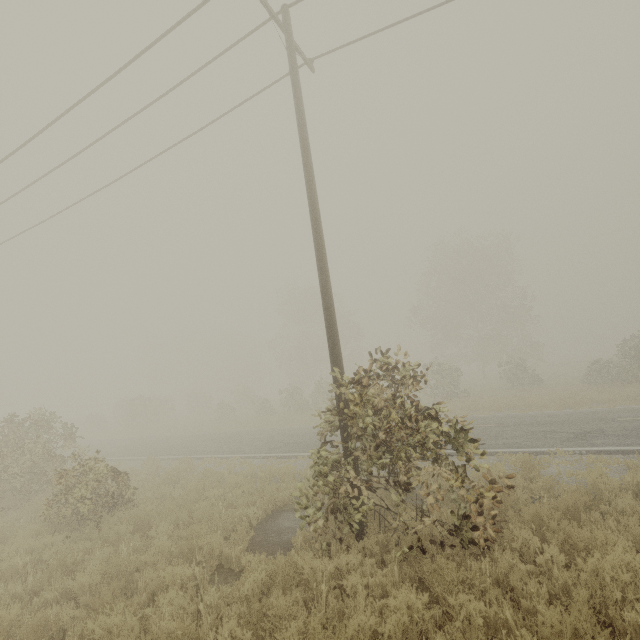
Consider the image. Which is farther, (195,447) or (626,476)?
(195,447)
